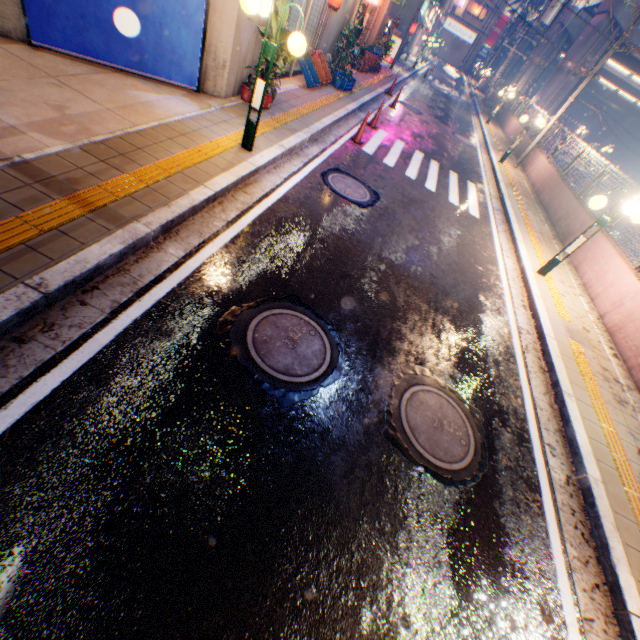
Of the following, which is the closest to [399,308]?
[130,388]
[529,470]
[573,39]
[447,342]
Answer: [447,342]

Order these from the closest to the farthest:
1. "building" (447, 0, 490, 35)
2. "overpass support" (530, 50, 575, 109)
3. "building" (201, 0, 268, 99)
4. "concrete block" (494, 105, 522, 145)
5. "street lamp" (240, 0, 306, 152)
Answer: "street lamp" (240, 0, 306, 152) < "building" (201, 0, 268, 99) < "concrete block" (494, 105, 522, 145) < "overpass support" (530, 50, 575, 109) < "building" (447, 0, 490, 35)

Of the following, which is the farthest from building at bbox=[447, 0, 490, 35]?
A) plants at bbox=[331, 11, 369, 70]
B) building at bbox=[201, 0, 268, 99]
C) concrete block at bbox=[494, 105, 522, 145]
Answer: plants at bbox=[331, 11, 369, 70]

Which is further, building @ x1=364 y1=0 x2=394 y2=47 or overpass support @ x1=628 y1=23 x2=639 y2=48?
overpass support @ x1=628 y1=23 x2=639 y2=48

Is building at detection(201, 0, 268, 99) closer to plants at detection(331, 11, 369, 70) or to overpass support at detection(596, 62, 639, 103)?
plants at detection(331, 11, 369, 70)

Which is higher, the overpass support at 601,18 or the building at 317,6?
the overpass support at 601,18

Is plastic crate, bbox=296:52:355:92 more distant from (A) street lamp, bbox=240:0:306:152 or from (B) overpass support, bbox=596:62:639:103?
(B) overpass support, bbox=596:62:639:103

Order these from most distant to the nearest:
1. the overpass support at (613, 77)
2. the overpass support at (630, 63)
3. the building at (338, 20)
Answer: the overpass support at (613, 77) < the overpass support at (630, 63) < the building at (338, 20)
